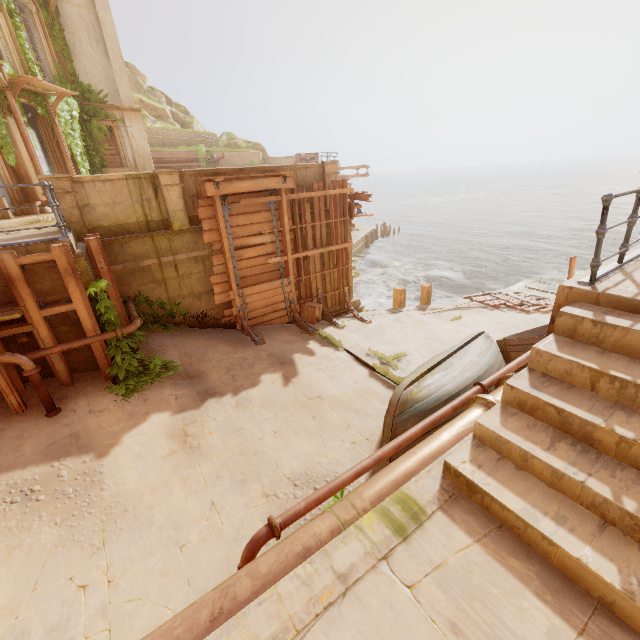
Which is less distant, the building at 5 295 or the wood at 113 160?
the building at 5 295

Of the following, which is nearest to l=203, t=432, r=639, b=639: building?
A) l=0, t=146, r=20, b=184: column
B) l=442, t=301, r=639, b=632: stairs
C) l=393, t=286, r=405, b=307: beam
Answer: l=0, t=146, r=20, b=184: column

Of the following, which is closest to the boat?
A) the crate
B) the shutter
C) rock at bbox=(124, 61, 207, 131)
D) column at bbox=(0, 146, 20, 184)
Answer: the crate

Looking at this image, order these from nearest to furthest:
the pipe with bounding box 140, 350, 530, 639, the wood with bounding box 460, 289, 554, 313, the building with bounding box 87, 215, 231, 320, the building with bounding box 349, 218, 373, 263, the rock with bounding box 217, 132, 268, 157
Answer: the pipe with bounding box 140, 350, 530, 639 → the building with bounding box 87, 215, 231, 320 → the building with bounding box 349, 218, 373, 263 → the wood with bounding box 460, 289, 554, 313 → the rock with bounding box 217, 132, 268, 157

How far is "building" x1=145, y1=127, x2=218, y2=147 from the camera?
23.4m

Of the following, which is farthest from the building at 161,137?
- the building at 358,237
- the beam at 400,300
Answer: the building at 358,237

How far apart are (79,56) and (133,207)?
13.5m

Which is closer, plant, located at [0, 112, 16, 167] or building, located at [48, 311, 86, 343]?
building, located at [48, 311, 86, 343]
